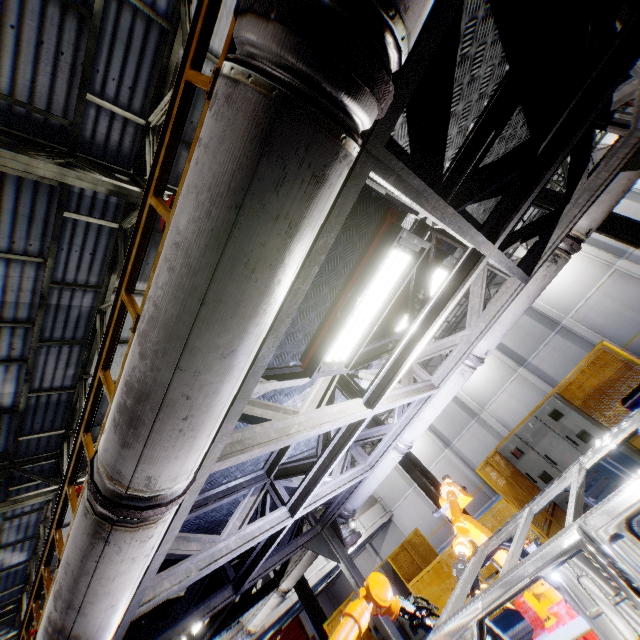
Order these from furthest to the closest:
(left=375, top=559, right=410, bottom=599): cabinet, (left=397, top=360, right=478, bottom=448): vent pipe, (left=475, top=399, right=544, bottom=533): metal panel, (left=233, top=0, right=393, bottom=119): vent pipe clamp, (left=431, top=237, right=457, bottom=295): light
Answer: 1. (left=375, top=559, right=410, bottom=599): cabinet
2. (left=475, top=399, right=544, bottom=533): metal panel
3. (left=397, top=360, right=478, bottom=448): vent pipe
4. (left=431, top=237, right=457, bottom=295): light
5. (left=233, top=0, right=393, bottom=119): vent pipe clamp

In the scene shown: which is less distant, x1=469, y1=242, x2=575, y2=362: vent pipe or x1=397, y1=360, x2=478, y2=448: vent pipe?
x1=469, y1=242, x2=575, y2=362: vent pipe

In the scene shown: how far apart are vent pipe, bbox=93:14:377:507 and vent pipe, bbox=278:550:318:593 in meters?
3.7

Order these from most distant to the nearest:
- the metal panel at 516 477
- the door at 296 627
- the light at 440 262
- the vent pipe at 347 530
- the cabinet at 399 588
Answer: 1. the door at 296 627
2. the cabinet at 399 588
3. the metal panel at 516 477
4. the vent pipe at 347 530
5. the light at 440 262

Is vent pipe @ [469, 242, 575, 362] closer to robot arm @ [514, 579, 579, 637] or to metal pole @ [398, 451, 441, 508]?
robot arm @ [514, 579, 579, 637]

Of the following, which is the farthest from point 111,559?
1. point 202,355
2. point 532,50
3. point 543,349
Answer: point 543,349

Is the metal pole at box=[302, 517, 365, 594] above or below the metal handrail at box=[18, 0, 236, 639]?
below

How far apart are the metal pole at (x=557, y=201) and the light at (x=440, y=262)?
5.98m
